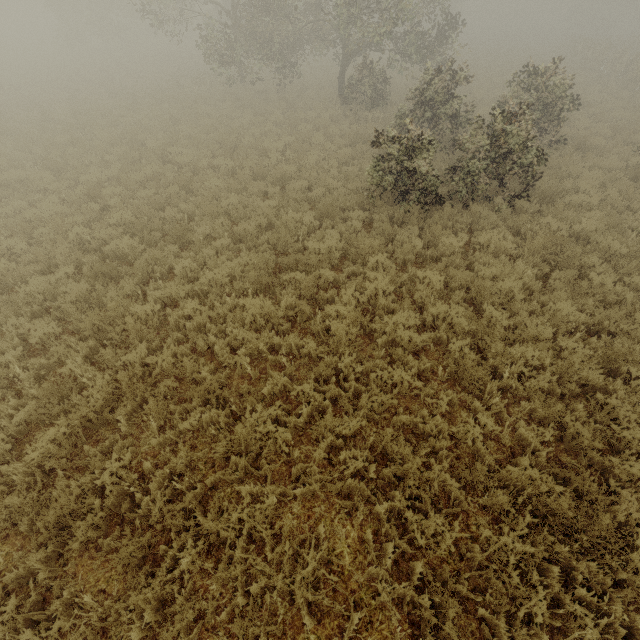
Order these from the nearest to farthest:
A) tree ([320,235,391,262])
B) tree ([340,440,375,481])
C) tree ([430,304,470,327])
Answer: tree ([340,440,375,481]) < tree ([430,304,470,327]) < tree ([320,235,391,262])

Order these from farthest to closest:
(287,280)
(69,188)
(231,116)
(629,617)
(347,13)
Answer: (231,116) → (347,13) → (69,188) → (287,280) → (629,617)

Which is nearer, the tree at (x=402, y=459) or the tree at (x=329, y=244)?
the tree at (x=402, y=459)

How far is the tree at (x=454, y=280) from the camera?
7.2m

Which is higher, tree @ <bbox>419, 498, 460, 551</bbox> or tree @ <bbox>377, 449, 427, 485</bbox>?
tree @ <bbox>419, 498, 460, 551</bbox>

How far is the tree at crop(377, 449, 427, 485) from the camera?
4.3 meters
